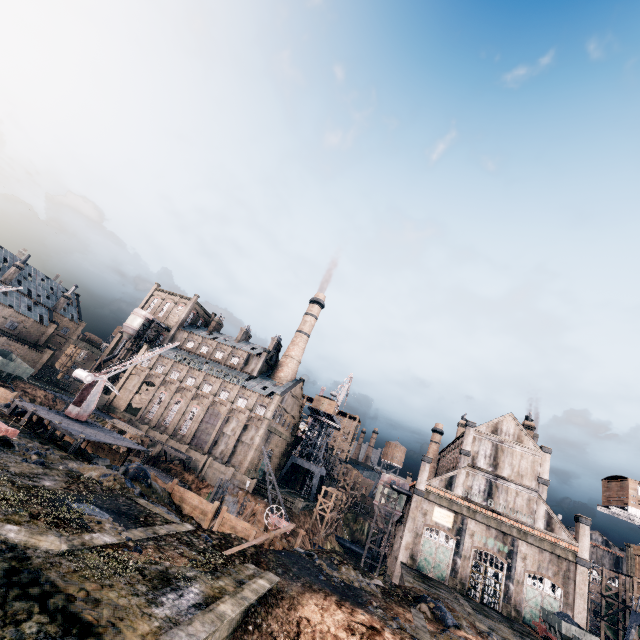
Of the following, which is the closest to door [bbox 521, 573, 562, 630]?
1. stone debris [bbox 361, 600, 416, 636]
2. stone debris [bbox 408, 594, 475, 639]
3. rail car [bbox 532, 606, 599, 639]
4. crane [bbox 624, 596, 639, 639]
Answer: rail car [bbox 532, 606, 599, 639]

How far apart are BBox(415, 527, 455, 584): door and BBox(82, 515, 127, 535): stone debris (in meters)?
39.14

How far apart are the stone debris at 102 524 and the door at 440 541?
39.14m

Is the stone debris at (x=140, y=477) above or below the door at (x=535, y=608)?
below

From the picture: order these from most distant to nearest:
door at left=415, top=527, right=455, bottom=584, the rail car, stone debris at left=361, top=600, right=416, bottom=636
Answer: door at left=415, top=527, right=455, bottom=584
the rail car
stone debris at left=361, top=600, right=416, bottom=636

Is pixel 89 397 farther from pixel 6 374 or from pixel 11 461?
pixel 6 374

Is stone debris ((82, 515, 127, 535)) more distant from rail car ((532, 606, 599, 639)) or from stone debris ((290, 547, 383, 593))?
rail car ((532, 606, 599, 639))

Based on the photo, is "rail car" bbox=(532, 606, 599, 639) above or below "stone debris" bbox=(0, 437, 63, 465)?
above
